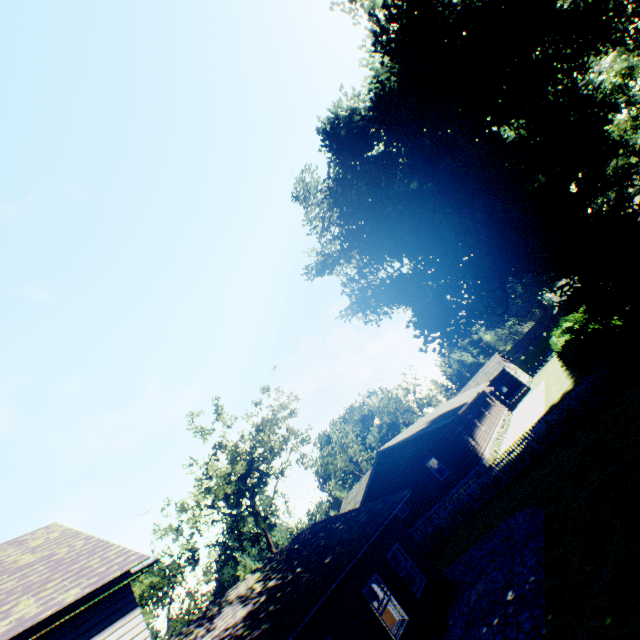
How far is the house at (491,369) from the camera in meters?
24.2 m

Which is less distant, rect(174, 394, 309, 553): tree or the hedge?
the hedge

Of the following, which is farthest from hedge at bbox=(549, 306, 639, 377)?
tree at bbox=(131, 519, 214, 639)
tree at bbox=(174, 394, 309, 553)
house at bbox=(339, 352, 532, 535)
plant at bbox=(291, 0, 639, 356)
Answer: tree at bbox=(131, 519, 214, 639)

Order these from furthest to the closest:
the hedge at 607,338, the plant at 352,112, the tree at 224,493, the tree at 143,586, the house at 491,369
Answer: the tree at 143,586, the house at 491,369, the tree at 224,493, the plant at 352,112, the hedge at 607,338

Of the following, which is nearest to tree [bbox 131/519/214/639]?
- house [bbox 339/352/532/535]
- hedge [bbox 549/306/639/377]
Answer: house [bbox 339/352/532/535]

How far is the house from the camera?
24.25m

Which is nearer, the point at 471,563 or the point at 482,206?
the point at 471,563

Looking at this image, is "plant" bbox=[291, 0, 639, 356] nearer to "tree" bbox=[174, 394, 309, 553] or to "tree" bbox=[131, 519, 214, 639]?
"tree" bbox=[131, 519, 214, 639]
